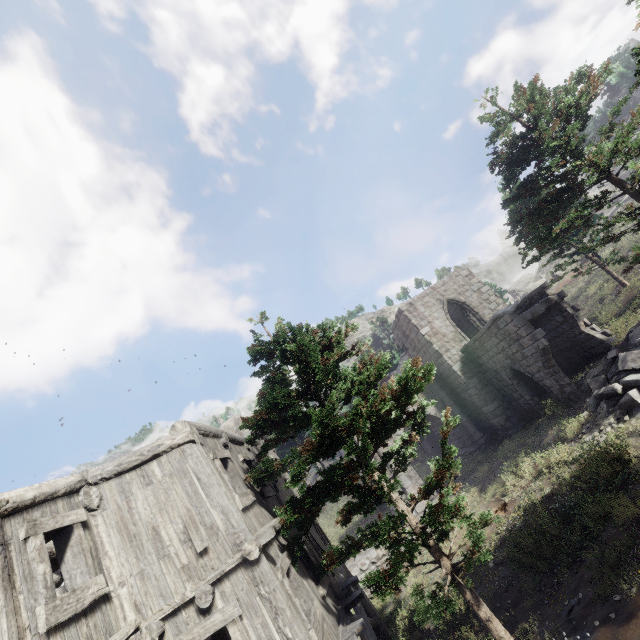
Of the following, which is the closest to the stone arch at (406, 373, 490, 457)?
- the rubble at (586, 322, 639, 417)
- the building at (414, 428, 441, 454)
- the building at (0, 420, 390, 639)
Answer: the building at (0, 420, 390, 639)

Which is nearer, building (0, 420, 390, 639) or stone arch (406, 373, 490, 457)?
building (0, 420, 390, 639)

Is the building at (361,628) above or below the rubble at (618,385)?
above

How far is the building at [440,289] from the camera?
14.9m

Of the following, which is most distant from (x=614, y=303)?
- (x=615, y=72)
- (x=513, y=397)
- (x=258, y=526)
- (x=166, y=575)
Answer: (x=166, y=575)

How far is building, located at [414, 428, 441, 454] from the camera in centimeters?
2644cm

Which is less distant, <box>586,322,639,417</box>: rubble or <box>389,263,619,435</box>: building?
<box>586,322,639,417</box>: rubble

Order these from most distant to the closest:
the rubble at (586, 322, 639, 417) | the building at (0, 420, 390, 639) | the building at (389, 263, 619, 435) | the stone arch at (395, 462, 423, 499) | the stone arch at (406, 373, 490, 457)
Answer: the stone arch at (406, 373, 490, 457) → the stone arch at (395, 462, 423, 499) → the building at (389, 263, 619, 435) → the rubble at (586, 322, 639, 417) → the building at (0, 420, 390, 639)
